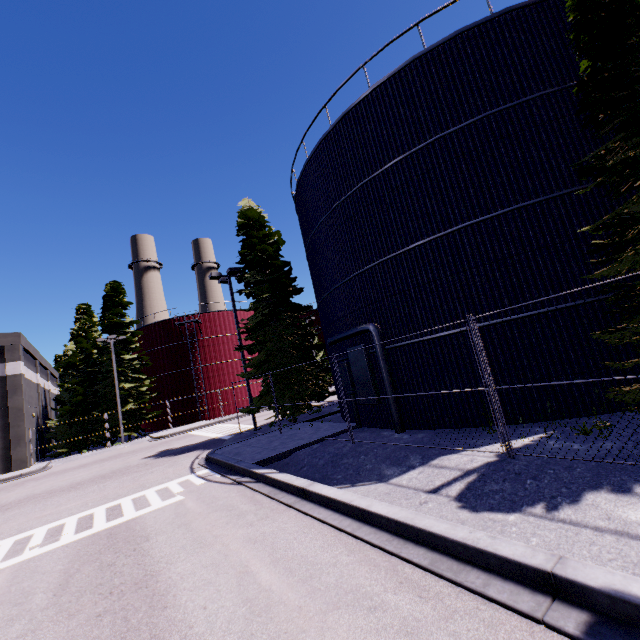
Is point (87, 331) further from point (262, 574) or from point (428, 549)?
point (428, 549)

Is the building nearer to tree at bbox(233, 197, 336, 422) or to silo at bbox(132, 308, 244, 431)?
silo at bbox(132, 308, 244, 431)

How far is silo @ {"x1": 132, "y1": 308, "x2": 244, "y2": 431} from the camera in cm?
3572

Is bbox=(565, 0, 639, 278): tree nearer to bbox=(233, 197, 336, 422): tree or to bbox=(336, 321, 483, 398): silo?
bbox=(336, 321, 483, 398): silo

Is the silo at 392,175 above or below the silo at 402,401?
above

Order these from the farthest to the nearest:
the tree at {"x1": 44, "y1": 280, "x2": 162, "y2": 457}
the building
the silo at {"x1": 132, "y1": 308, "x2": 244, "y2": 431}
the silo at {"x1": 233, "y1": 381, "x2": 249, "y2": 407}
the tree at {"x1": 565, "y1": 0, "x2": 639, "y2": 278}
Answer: the silo at {"x1": 233, "y1": 381, "x2": 249, "y2": 407} → the silo at {"x1": 132, "y1": 308, "x2": 244, "y2": 431} → the tree at {"x1": 44, "y1": 280, "x2": 162, "y2": 457} → the building → the tree at {"x1": 565, "y1": 0, "x2": 639, "y2": 278}

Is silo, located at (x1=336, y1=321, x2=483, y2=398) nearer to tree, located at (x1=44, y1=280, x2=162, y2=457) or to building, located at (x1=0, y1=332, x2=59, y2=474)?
building, located at (x1=0, y1=332, x2=59, y2=474)

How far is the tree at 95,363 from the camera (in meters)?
30.52
